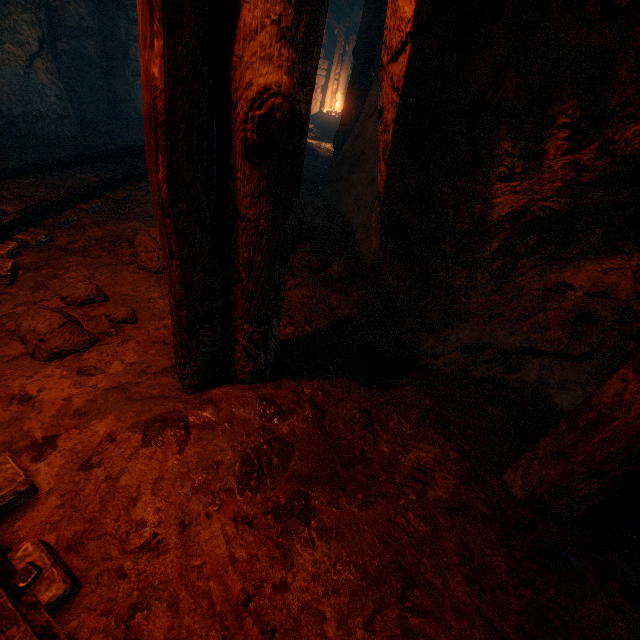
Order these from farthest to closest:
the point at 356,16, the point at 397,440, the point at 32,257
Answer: the point at 356,16
the point at 32,257
the point at 397,440

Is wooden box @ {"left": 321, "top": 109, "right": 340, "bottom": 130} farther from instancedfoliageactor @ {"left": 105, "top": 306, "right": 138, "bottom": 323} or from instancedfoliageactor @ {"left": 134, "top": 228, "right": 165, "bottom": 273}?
instancedfoliageactor @ {"left": 105, "top": 306, "right": 138, "bottom": 323}

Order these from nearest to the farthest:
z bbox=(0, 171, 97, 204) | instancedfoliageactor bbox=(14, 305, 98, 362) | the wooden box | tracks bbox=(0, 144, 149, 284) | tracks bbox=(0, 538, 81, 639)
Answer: tracks bbox=(0, 538, 81, 639) → instancedfoliageactor bbox=(14, 305, 98, 362) → tracks bbox=(0, 144, 149, 284) → z bbox=(0, 171, 97, 204) → the wooden box

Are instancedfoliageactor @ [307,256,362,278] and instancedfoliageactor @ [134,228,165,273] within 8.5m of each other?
yes

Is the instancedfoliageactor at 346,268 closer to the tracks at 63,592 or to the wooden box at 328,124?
the tracks at 63,592

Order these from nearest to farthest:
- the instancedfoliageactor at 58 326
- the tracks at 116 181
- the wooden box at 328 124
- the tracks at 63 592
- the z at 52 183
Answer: the tracks at 63 592 < the instancedfoliageactor at 58 326 < the tracks at 116 181 < the z at 52 183 < the wooden box at 328 124

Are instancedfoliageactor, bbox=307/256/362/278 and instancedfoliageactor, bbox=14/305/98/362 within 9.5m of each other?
yes

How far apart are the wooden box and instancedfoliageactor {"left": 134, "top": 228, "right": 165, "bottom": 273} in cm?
1062
